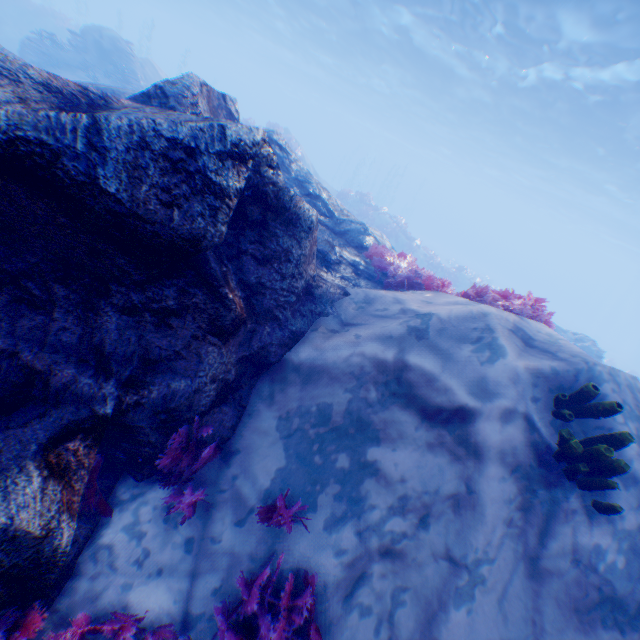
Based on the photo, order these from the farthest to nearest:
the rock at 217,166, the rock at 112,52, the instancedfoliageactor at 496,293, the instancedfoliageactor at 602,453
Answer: the rock at 112,52
the instancedfoliageactor at 496,293
the instancedfoliageactor at 602,453
the rock at 217,166

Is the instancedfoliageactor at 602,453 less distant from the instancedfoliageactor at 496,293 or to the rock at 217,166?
the instancedfoliageactor at 496,293

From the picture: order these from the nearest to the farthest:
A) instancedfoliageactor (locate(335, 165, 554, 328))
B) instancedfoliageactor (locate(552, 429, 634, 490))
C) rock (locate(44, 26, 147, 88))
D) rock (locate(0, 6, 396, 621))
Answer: rock (locate(0, 6, 396, 621)), instancedfoliageactor (locate(552, 429, 634, 490)), instancedfoliageactor (locate(335, 165, 554, 328)), rock (locate(44, 26, 147, 88))

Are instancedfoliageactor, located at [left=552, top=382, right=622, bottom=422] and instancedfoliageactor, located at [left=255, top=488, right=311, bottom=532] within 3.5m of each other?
yes

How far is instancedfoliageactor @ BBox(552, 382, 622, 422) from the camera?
3.3 meters

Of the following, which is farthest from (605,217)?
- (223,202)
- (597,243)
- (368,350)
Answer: (223,202)

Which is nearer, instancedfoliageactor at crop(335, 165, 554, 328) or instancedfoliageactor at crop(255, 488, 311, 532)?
instancedfoliageactor at crop(255, 488, 311, 532)

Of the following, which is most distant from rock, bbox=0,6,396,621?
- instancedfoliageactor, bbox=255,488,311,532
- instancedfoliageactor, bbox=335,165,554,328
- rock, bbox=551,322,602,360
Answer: rock, bbox=551,322,602,360
